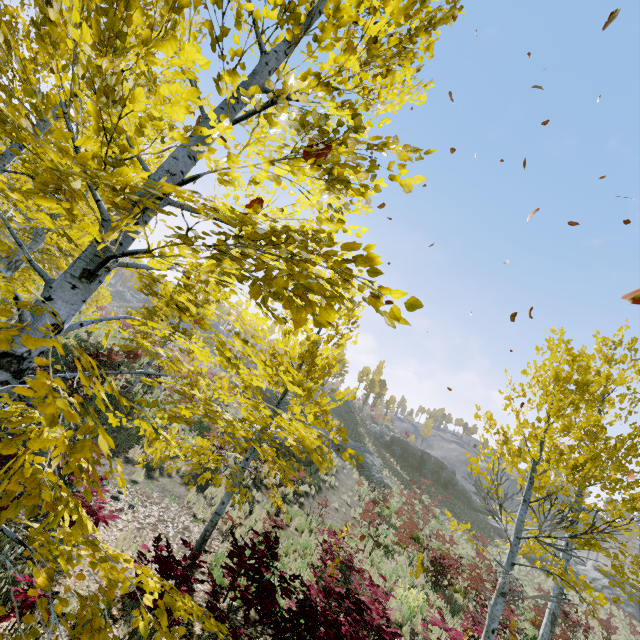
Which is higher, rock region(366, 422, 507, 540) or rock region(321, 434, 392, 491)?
rock region(366, 422, 507, 540)

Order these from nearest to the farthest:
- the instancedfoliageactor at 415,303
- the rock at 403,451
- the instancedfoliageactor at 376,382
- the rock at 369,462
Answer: the instancedfoliageactor at 415,303 → the instancedfoliageactor at 376,382 → the rock at 369,462 → the rock at 403,451

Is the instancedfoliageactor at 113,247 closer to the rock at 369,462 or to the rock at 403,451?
the rock at 369,462

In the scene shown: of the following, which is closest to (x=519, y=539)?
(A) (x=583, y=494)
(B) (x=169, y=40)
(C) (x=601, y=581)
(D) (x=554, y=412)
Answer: (A) (x=583, y=494)

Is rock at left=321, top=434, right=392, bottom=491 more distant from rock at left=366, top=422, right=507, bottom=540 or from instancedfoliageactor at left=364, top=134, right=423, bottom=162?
instancedfoliageactor at left=364, top=134, right=423, bottom=162

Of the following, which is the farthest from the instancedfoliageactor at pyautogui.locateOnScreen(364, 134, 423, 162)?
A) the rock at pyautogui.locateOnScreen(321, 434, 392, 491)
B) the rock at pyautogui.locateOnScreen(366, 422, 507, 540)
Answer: the rock at pyautogui.locateOnScreen(366, 422, 507, 540)

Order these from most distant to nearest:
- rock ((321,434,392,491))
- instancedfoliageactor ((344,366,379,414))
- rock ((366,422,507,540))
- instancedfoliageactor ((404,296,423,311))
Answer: rock ((366,422,507,540)), rock ((321,434,392,491)), instancedfoliageactor ((344,366,379,414)), instancedfoliageactor ((404,296,423,311))
